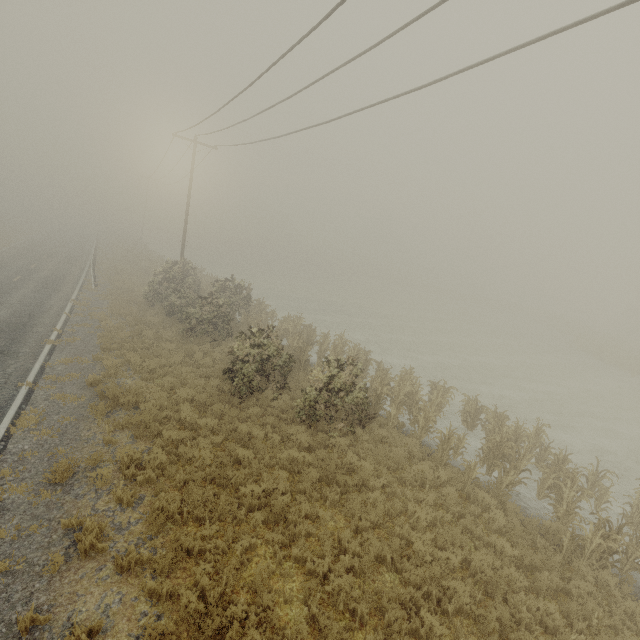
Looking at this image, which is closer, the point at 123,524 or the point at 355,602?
the point at 355,602
